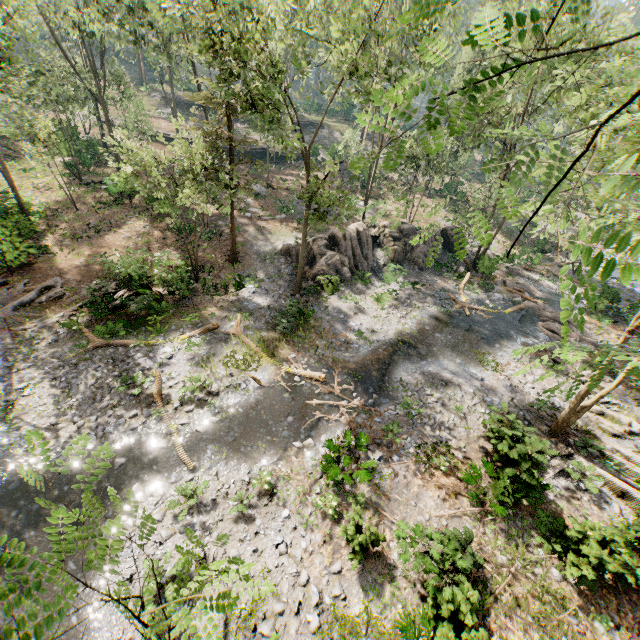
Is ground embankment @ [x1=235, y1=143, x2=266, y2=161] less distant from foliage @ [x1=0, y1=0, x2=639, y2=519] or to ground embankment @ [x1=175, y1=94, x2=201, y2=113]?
foliage @ [x1=0, y1=0, x2=639, y2=519]

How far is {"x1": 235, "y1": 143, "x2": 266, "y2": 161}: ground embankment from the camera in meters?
43.6 m

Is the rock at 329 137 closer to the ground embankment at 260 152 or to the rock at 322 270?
the ground embankment at 260 152

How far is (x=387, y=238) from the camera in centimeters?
2805cm

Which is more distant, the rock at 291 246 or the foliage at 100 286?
the rock at 291 246

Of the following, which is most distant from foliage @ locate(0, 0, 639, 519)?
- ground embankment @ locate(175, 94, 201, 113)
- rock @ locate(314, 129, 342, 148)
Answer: ground embankment @ locate(175, 94, 201, 113)

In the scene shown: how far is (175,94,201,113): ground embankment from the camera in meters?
50.9 m

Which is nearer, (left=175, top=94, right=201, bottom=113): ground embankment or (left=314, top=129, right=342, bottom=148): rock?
(left=314, top=129, right=342, bottom=148): rock
